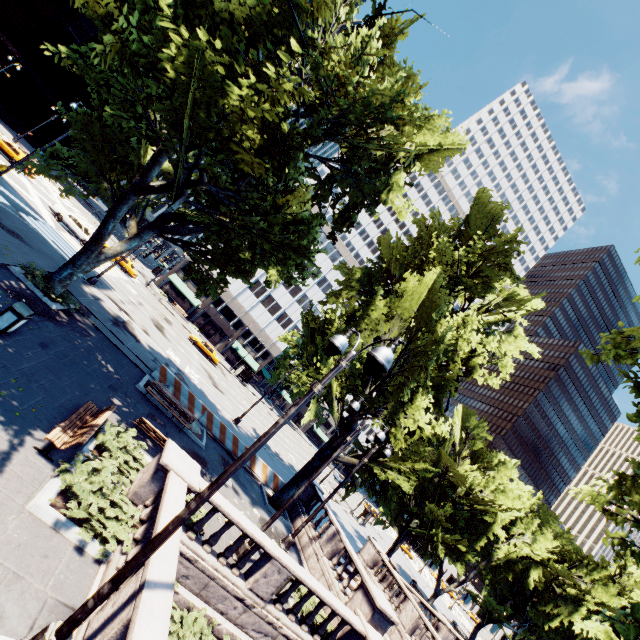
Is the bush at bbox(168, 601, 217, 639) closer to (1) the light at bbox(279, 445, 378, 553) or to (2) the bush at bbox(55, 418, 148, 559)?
(2) the bush at bbox(55, 418, 148, 559)

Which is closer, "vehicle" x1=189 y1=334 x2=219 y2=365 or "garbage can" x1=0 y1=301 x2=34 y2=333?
"garbage can" x1=0 y1=301 x2=34 y2=333

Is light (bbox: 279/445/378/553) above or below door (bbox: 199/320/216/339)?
below

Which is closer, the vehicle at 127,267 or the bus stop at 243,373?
the vehicle at 127,267

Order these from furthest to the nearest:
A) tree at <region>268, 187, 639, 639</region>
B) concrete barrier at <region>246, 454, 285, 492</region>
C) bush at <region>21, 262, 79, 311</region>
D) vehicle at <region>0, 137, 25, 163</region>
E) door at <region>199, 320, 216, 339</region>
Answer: door at <region>199, 320, 216, 339</region> → vehicle at <region>0, 137, 25, 163</region> → concrete barrier at <region>246, 454, 285, 492</region> → tree at <region>268, 187, 639, 639</region> → bush at <region>21, 262, 79, 311</region>

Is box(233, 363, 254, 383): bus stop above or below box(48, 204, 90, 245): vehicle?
above

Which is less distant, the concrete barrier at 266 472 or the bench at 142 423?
the bench at 142 423

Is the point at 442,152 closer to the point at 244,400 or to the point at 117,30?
the point at 117,30
